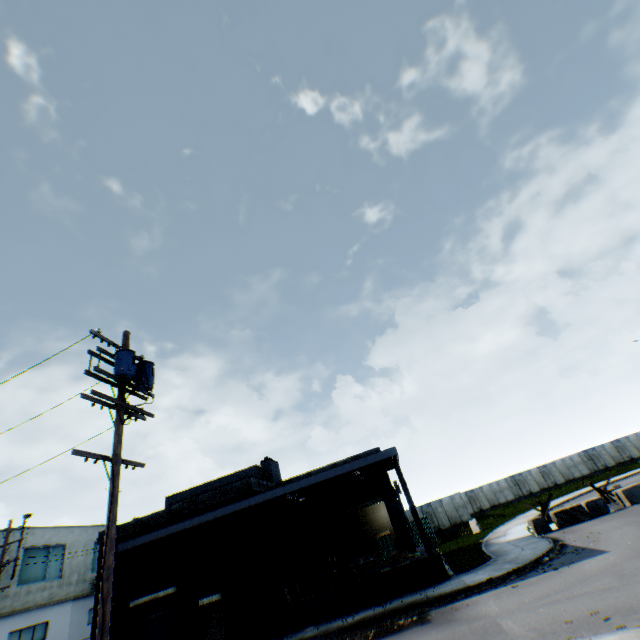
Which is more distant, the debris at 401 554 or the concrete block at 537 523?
the concrete block at 537 523

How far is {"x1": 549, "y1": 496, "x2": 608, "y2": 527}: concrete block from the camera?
18.9 meters

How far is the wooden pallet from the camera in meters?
16.0 m

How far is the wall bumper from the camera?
15.3 meters

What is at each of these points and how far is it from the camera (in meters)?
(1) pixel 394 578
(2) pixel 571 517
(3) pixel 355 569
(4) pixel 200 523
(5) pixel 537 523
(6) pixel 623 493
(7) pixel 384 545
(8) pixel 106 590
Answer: (1) wall bumper, 15.40
(2) concrete block, 19.08
(3) wooden pallet, 16.23
(4) building, 17.17
(5) concrete block, 19.45
(6) concrete block, 18.95
(7) metal fence, 30.84
(8) electric pole, 6.57

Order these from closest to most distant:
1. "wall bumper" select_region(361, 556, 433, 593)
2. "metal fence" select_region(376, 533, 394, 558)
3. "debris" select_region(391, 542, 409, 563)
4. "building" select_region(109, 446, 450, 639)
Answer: "wall bumper" select_region(361, 556, 433, 593) < "building" select_region(109, 446, 450, 639) < "debris" select_region(391, 542, 409, 563) < "metal fence" select_region(376, 533, 394, 558)

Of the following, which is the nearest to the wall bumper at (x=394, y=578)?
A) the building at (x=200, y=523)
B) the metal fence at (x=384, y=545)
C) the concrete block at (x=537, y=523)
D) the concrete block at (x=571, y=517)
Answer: the building at (x=200, y=523)

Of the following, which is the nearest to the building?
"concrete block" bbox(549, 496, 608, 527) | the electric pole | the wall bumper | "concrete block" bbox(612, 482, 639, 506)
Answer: the wall bumper
